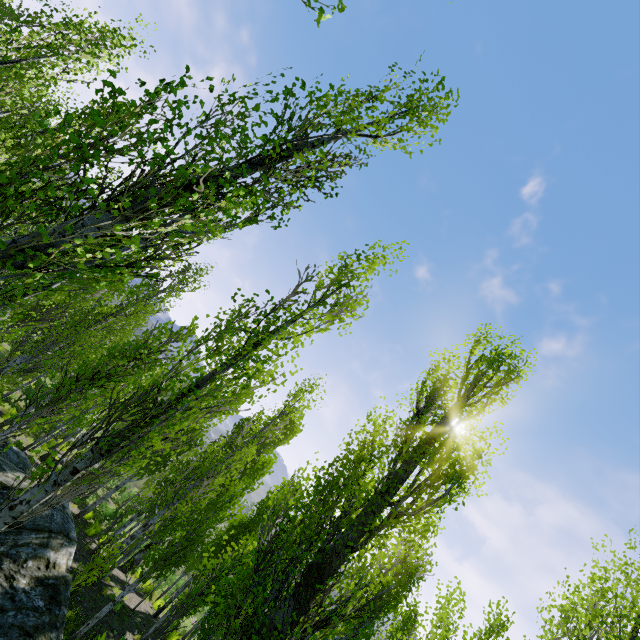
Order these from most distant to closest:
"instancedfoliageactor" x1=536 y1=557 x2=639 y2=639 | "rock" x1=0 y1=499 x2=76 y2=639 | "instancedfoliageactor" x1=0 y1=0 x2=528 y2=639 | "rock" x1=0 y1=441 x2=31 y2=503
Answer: "rock" x1=0 y1=441 x2=31 y2=503 < "rock" x1=0 y1=499 x2=76 y2=639 < "instancedfoliageactor" x1=536 y1=557 x2=639 y2=639 < "instancedfoliageactor" x1=0 y1=0 x2=528 y2=639

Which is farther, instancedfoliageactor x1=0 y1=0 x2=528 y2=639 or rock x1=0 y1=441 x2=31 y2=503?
rock x1=0 y1=441 x2=31 y2=503

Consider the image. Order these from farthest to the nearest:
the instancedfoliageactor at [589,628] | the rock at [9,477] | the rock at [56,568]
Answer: the rock at [9,477] → the rock at [56,568] → the instancedfoliageactor at [589,628]

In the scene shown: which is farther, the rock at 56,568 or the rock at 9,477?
the rock at 9,477

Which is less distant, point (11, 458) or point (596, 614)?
point (596, 614)

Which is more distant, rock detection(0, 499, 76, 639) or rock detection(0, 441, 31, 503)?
rock detection(0, 441, 31, 503)
